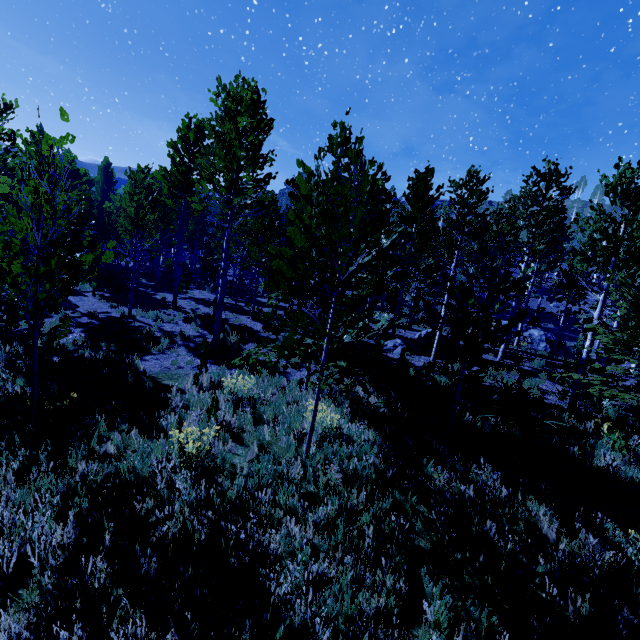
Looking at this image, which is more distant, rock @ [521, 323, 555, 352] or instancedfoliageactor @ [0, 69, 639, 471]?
rock @ [521, 323, 555, 352]

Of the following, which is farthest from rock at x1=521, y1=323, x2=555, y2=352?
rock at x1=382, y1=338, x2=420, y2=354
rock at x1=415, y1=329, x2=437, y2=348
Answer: rock at x1=382, y1=338, x2=420, y2=354

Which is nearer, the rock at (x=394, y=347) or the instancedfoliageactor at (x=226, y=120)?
the instancedfoliageactor at (x=226, y=120)

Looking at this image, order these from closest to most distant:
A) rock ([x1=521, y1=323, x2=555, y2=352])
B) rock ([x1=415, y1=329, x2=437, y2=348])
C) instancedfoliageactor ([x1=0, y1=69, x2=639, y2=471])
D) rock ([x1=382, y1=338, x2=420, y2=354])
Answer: instancedfoliageactor ([x1=0, y1=69, x2=639, y2=471])
rock ([x1=382, y1=338, x2=420, y2=354])
rock ([x1=415, y1=329, x2=437, y2=348])
rock ([x1=521, y1=323, x2=555, y2=352])

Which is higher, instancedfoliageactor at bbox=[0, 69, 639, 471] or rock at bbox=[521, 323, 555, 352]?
instancedfoliageactor at bbox=[0, 69, 639, 471]

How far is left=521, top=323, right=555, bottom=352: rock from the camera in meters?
27.2

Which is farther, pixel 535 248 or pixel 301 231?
pixel 535 248

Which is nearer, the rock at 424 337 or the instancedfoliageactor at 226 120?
the instancedfoliageactor at 226 120
